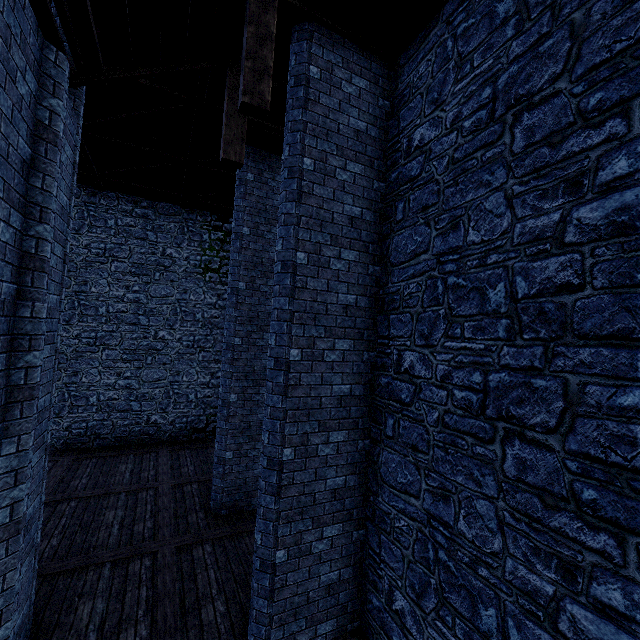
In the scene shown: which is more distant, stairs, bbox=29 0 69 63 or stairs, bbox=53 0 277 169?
stairs, bbox=53 0 277 169

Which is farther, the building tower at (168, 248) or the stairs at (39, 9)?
the building tower at (168, 248)

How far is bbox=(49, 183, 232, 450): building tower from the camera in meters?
12.0 m

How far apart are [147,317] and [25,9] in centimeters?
1115cm

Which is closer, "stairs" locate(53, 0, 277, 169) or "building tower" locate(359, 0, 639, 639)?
"building tower" locate(359, 0, 639, 639)

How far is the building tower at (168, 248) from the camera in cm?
1204

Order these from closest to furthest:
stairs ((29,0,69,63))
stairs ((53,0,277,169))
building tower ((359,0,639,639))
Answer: building tower ((359,0,639,639)), stairs ((29,0,69,63)), stairs ((53,0,277,169))
